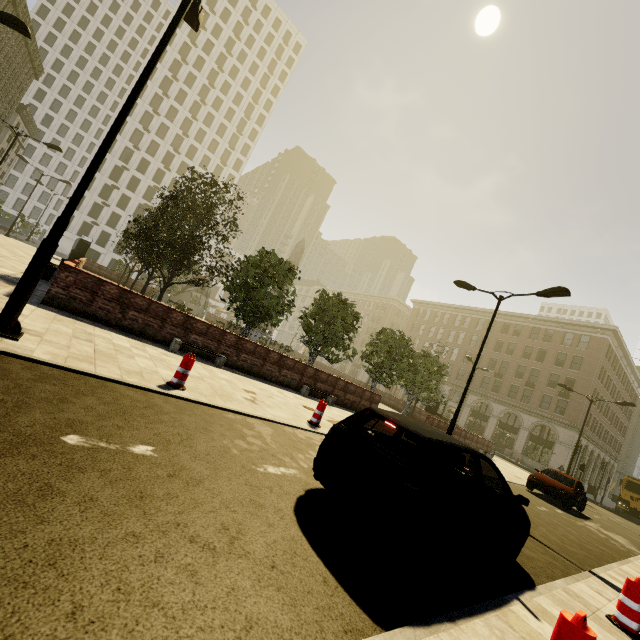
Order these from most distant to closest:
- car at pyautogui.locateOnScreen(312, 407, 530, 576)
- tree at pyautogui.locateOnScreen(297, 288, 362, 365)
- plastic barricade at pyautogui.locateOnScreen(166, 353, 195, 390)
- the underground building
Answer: the underground building → tree at pyautogui.locateOnScreen(297, 288, 362, 365) → plastic barricade at pyautogui.locateOnScreen(166, 353, 195, 390) → car at pyautogui.locateOnScreen(312, 407, 530, 576)

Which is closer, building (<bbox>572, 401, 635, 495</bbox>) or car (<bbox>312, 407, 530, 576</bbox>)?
car (<bbox>312, 407, 530, 576</bbox>)

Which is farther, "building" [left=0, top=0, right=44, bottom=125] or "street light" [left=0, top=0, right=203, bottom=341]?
"building" [left=0, top=0, right=44, bottom=125]

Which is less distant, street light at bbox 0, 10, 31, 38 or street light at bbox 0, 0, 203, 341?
street light at bbox 0, 0, 203, 341

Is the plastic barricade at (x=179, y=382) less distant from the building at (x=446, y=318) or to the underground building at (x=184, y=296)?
the building at (x=446, y=318)

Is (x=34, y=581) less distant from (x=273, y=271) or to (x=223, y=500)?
(x=223, y=500)

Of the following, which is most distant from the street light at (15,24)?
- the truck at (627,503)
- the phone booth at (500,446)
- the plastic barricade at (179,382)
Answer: the phone booth at (500,446)

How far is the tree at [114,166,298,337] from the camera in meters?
15.3 m
